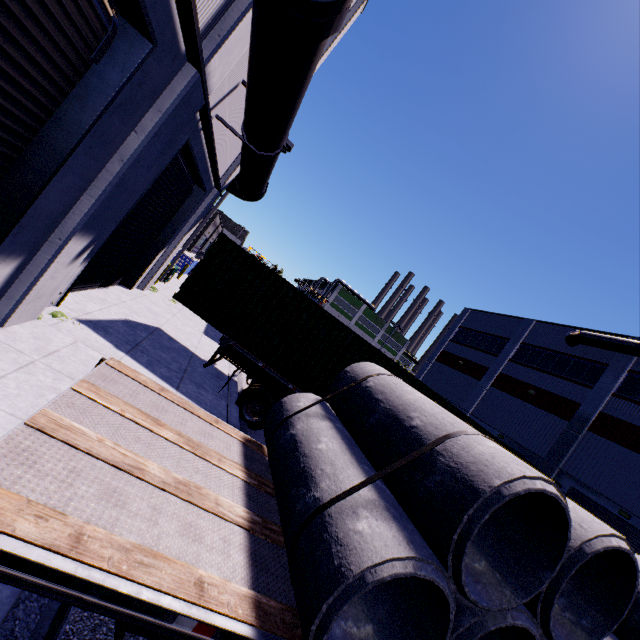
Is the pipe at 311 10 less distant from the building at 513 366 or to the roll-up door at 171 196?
the building at 513 366

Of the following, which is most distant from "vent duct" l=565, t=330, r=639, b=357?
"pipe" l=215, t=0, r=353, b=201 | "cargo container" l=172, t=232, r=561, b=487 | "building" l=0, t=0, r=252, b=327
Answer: "pipe" l=215, t=0, r=353, b=201

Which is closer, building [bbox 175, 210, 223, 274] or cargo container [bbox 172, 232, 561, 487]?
cargo container [bbox 172, 232, 561, 487]

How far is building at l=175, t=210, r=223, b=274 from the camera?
25.7 meters

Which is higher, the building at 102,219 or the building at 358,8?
the building at 358,8

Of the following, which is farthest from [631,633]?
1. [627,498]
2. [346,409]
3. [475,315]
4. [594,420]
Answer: [475,315]

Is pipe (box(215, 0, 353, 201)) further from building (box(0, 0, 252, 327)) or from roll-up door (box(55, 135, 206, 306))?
roll-up door (box(55, 135, 206, 306))

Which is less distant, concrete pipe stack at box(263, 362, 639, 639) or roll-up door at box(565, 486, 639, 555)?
concrete pipe stack at box(263, 362, 639, 639)
